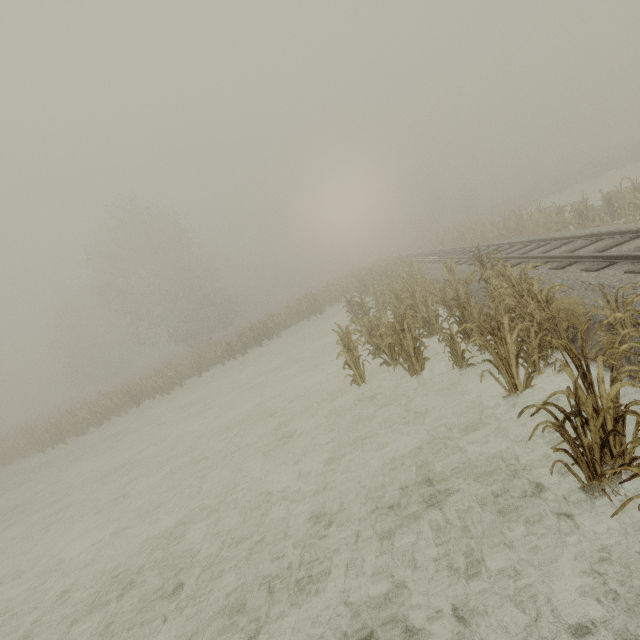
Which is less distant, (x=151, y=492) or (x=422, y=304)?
(x=151, y=492)
